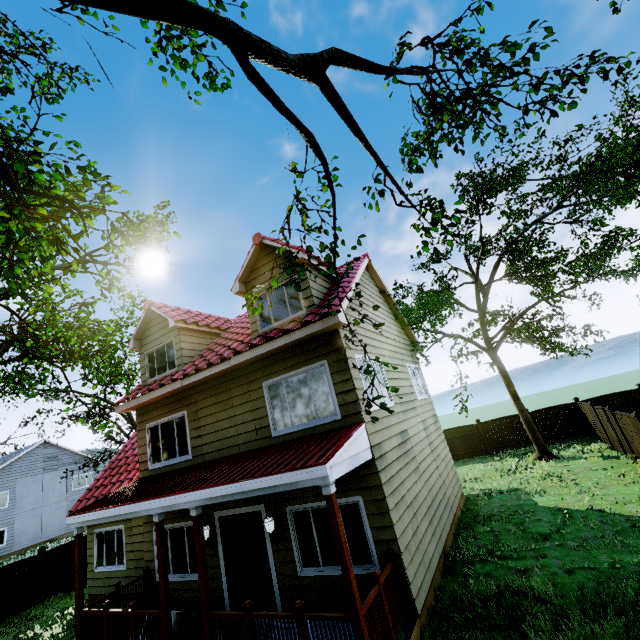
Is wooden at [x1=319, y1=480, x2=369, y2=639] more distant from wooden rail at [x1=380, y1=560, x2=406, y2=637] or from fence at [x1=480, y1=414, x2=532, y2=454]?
fence at [x1=480, y1=414, x2=532, y2=454]

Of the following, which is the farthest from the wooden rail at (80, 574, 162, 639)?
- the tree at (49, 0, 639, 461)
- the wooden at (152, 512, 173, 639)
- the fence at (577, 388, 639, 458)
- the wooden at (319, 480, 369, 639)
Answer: the wooden at (319, 480, 369, 639)

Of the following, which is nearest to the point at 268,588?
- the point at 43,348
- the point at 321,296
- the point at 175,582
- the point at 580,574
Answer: the point at 175,582

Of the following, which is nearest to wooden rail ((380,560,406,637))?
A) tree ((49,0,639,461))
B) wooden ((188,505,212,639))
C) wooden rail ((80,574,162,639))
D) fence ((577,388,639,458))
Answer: tree ((49,0,639,461))

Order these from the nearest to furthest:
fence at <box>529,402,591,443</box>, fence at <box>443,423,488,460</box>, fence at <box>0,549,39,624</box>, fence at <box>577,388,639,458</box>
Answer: fence at <box>577,388,639,458</box> → fence at <box>0,549,39,624</box> → fence at <box>529,402,591,443</box> → fence at <box>443,423,488,460</box>

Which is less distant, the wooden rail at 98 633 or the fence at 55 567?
the wooden rail at 98 633

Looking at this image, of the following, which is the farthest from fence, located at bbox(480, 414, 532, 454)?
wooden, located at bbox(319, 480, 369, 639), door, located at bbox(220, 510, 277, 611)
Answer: door, located at bbox(220, 510, 277, 611)

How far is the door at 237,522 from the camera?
7.6m
